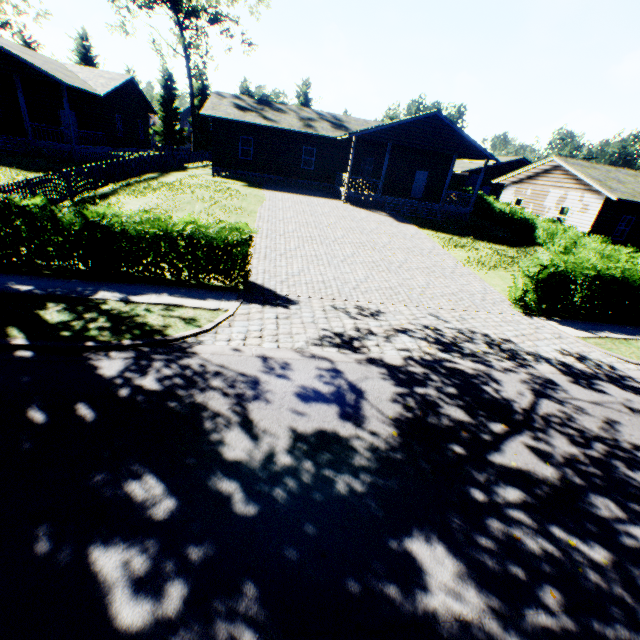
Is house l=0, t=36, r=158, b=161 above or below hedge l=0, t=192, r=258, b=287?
above

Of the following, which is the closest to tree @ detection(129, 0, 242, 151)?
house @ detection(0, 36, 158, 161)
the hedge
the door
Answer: house @ detection(0, 36, 158, 161)

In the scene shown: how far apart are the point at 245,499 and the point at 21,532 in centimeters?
224cm

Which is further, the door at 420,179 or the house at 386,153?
the door at 420,179

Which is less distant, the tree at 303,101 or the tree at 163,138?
the tree at 163,138

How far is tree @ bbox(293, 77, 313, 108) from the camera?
51.53m

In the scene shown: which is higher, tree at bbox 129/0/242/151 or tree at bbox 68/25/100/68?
tree at bbox 68/25/100/68

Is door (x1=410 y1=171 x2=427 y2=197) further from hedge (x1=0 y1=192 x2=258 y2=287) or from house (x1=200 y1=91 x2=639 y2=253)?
hedge (x1=0 y1=192 x2=258 y2=287)
